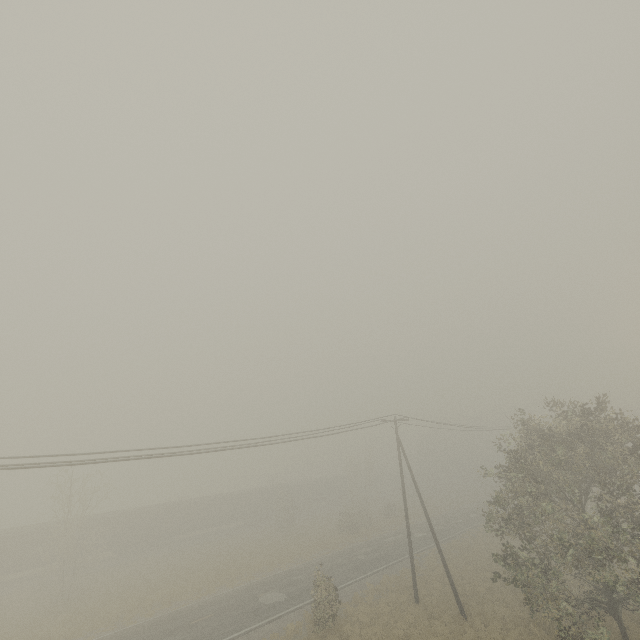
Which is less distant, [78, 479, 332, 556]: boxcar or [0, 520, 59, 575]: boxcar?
[0, 520, 59, 575]: boxcar

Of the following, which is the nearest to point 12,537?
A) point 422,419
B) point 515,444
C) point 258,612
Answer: point 258,612

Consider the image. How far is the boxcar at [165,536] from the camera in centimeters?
3778cm

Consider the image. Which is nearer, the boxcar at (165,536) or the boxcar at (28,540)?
the boxcar at (28,540)

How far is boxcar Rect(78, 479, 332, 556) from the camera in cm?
3778
